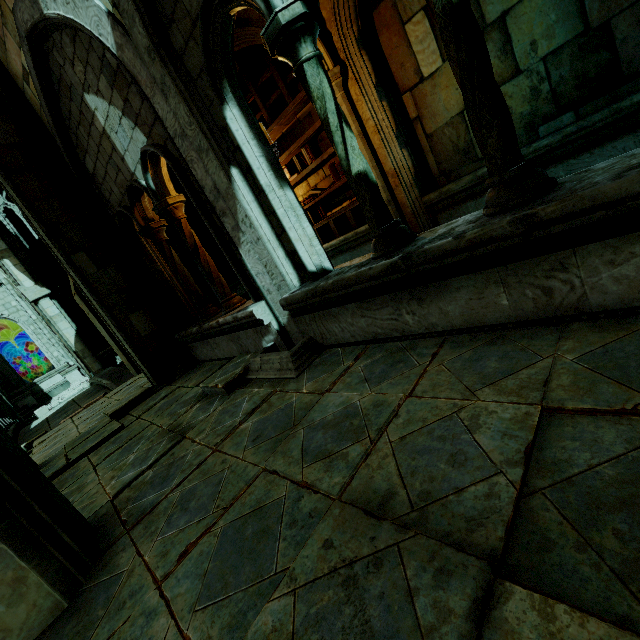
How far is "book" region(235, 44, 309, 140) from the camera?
6.20m

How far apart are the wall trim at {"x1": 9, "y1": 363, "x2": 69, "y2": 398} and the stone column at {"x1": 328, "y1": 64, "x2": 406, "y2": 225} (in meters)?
23.21

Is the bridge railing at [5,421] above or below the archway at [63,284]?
below

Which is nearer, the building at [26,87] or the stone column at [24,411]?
the building at [26,87]

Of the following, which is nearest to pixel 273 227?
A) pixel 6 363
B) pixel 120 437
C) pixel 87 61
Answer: pixel 87 61

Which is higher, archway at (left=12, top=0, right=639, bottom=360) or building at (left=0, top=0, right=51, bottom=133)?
building at (left=0, top=0, right=51, bottom=133)

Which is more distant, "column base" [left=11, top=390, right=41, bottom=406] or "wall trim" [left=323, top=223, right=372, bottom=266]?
"column base" [left=11, top=390, right=41, bottom=406]

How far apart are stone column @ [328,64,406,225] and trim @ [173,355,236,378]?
2.8m
